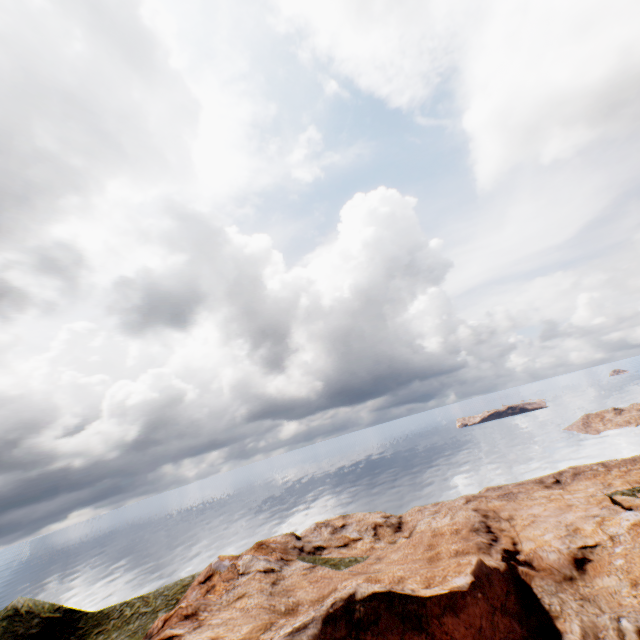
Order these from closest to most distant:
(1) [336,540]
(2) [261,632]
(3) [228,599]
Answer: (2) [261,632]
(3) [228,599]
(1) [336,540]
